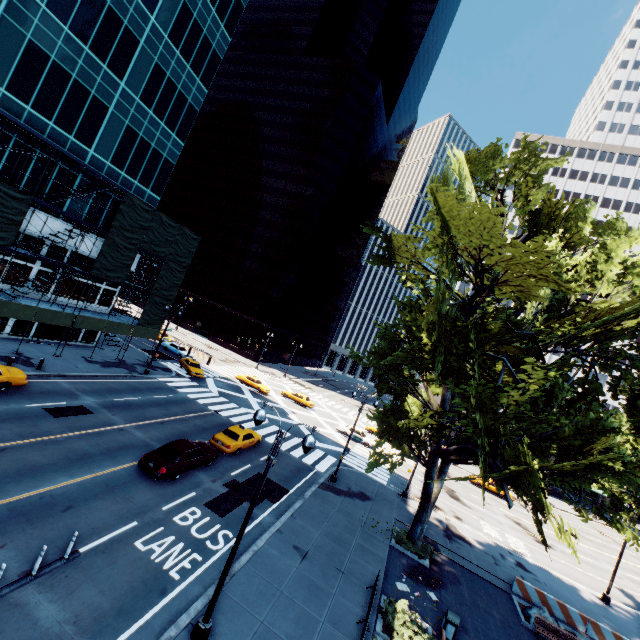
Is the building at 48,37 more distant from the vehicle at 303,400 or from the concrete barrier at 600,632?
the concrete barrier at 600,632

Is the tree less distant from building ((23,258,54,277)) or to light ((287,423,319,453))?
light ((287,423,319,453))

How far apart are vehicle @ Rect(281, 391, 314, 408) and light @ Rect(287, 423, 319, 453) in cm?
3585

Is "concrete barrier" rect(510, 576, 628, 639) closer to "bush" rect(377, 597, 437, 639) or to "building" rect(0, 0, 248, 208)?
"bush" rect(377, 597, 437, 639)

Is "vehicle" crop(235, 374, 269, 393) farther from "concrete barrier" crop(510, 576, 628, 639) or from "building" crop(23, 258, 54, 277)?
"concrete barrier" crop(510, 576, 628, 639)

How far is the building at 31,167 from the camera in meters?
24.7 m

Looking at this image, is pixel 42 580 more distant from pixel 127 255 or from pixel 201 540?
pixel 127 255

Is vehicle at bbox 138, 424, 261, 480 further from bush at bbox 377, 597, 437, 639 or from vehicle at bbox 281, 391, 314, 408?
vehicle at bbox 281, 391, 314, 408
